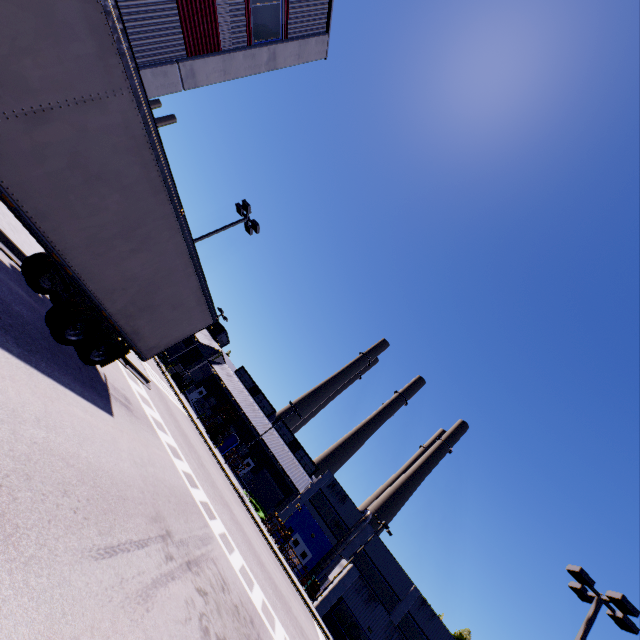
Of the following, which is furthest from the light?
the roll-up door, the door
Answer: the roll-up door

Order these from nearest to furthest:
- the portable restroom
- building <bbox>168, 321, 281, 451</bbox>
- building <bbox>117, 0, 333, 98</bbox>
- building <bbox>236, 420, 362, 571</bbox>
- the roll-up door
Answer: building <bbox>117, 0, 333, 98</bbox>
building <bbox>236, 420, 362, 571</bbox>
the portable restroom
the roll-up door
building <bbox>168, 321, 281, 451</bbox>

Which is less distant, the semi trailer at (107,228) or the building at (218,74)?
the semi trailer at (107,228)

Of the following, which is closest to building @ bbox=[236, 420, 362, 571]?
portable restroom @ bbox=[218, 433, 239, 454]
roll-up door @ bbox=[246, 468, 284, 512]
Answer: roll-up door @ bbox=[246, 468, 284, 512]

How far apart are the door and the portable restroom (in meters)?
13.72

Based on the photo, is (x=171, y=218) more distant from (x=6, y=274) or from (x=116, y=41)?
(x=6, y=274)

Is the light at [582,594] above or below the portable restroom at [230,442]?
above
